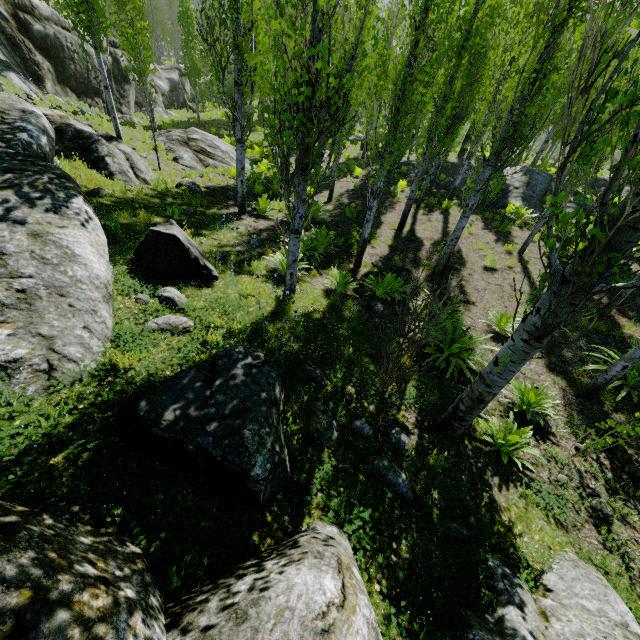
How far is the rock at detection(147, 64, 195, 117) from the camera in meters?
28.6 m

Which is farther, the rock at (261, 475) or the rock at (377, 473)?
A: the rock at (377, 473)

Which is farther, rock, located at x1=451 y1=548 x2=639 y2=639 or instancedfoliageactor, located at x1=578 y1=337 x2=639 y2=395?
instancedfoliageactor, located at x1=578 y1=337 x2=639 y2=395

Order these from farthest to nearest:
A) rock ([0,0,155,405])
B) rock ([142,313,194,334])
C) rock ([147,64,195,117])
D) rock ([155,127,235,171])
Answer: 1. rock ([147,64,195,117])
2. rock ([155,127,235,171])
3. rock ([142,313,194,334])
4. rock ([0,0,155,405])

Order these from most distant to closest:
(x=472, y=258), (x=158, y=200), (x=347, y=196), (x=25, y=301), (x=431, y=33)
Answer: (x=347, y=196) < (x=472, y=258) < (x=158, y=200) < (x=431, y=33) < (x=25, y=301)

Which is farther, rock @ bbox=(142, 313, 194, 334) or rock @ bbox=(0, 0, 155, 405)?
rock @ bbox=(142, 313, 194, 334)

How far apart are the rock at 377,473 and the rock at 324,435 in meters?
0.4
